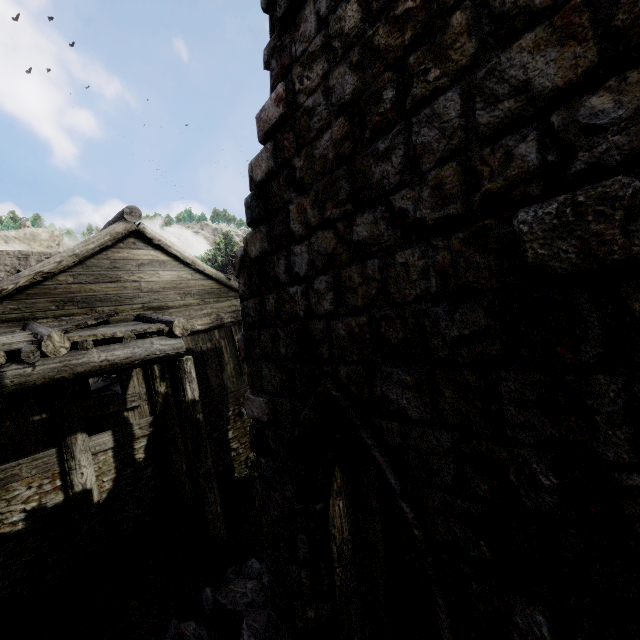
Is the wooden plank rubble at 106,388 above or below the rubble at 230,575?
above

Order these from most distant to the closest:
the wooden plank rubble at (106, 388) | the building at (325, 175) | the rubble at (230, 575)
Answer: the wooden plank rubble at (106, 388) → the rubble at (230, 575) → the building at (325, 175)

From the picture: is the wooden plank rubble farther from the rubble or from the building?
the rubble

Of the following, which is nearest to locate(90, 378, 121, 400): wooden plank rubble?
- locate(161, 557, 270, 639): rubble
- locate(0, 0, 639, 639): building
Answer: locate(0, 0, 639, 639): building

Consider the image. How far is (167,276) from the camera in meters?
9.5
